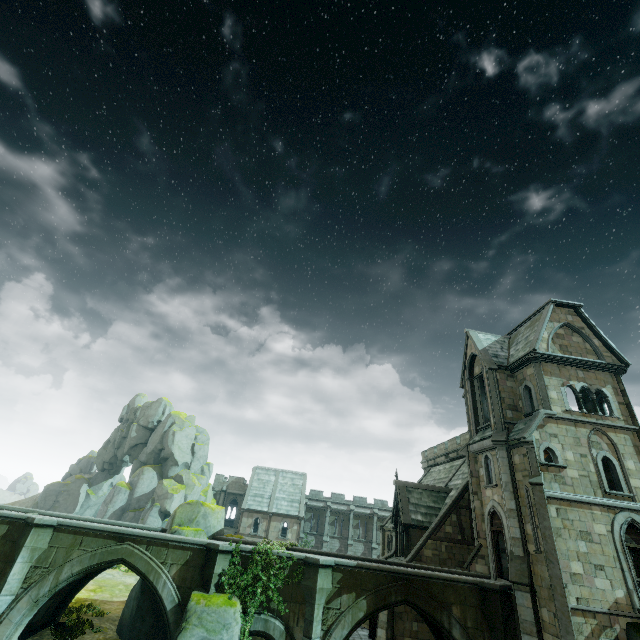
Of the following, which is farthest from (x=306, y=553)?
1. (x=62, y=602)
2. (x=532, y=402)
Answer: (x=532, y=402)

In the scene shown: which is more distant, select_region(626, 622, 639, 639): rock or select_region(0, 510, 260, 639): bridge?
select_region(0, 510, 260, 639): bridge

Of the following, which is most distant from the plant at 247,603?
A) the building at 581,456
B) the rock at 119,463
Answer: the rock at 119,463

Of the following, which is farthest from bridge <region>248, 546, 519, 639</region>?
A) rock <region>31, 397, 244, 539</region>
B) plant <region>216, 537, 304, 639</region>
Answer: rock <region>31, 397, 244, 539</region>

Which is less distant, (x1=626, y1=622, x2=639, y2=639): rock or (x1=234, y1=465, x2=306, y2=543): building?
(x1=626, y1=622, x2=639, y2=639): rock

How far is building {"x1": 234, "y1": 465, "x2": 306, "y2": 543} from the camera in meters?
43.9

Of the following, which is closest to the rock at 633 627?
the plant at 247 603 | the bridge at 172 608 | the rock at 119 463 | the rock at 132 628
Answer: the bridge at 172 608

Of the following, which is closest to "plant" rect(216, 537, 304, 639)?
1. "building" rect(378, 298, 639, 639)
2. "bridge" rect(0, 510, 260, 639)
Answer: "bridge" rect(0, 510, 260, 639)
